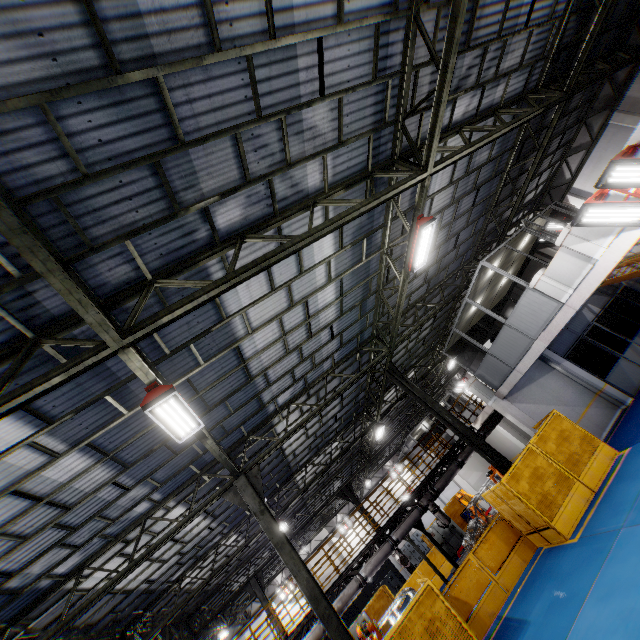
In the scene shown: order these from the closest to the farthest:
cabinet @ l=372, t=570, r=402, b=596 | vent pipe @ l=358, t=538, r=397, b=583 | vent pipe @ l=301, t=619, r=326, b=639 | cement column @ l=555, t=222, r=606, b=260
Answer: cement column @ l=555, t=222, r=606, b=260
vent pipe @ l=301, t=619, r=326, b=639
vent pipe @ l=358, t=538, r=397, b=583
cabinet @ l=372, t=570, r=402, b=596

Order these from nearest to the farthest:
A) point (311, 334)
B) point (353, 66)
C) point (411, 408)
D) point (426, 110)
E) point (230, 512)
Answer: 1. point (353, 66)
2. point (426, 110)
3. point (311, 334)
4. point (230, 512)
5. point (411, 408)

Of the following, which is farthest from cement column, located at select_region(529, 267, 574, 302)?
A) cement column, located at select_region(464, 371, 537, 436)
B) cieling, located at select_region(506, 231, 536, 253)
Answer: cement column, located at select_region(464, 371, 537, 436)

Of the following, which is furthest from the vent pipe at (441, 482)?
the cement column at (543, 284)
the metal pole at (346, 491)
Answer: the cement column at (543, 284)

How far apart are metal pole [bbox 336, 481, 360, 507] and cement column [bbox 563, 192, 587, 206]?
23.37m

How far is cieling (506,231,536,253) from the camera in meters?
13.2

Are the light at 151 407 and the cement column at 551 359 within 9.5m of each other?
no

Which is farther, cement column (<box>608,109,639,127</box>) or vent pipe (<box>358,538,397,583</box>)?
cement column (<box>608,109,639,127</box>)
